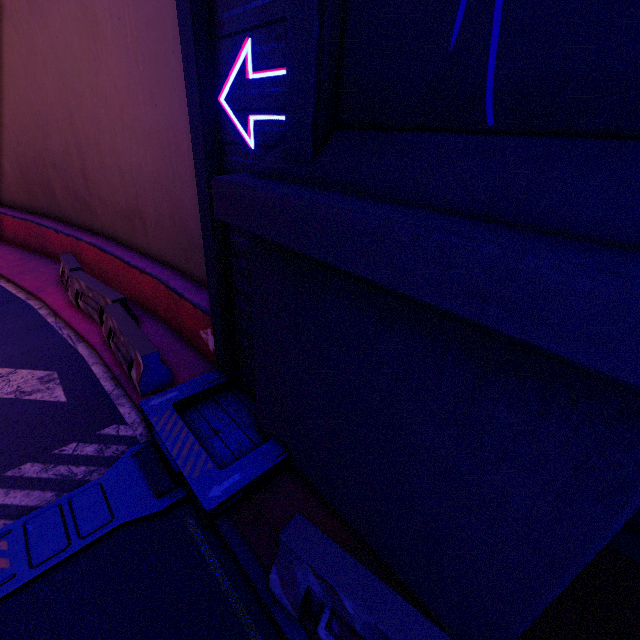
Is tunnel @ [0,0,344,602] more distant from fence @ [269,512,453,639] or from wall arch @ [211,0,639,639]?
fence @ [269,512,453,639]

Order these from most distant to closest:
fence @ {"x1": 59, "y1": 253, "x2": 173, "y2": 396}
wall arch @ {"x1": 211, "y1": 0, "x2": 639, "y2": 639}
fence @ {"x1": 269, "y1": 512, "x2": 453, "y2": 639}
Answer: fence @ {"x1": 59, "y1": 253, "x2": 173, "y2": 396}
fence @ {"x1": 269, "y1": 512, "x2": 453, "y2": 639}
wall arch @ {"x1": 211, "y1": 0, "x2": 639, "y2": 639}

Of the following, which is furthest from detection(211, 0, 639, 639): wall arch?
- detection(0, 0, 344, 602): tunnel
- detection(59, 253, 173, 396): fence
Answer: detection(59, 253, 173, 396): fence

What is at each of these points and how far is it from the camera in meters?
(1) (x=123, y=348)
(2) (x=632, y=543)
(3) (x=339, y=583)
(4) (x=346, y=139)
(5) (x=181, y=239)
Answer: (1) fence, 6.6 m
(2) beam, 4.2 m
(3) fence, 2.9 m
(4) wall arch, 2.8 m
(5) tunnel, 7.5 m

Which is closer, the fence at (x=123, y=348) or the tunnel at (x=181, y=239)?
the tunnel at (x=181, y=239)

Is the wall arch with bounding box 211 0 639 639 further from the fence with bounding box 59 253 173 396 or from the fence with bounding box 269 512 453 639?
the fence with bounding box 59 253 173 396

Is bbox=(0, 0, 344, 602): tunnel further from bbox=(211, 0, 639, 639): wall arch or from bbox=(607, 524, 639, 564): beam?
bbox=(607, 524, 639, 564): beam

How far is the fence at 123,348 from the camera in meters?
5.9
